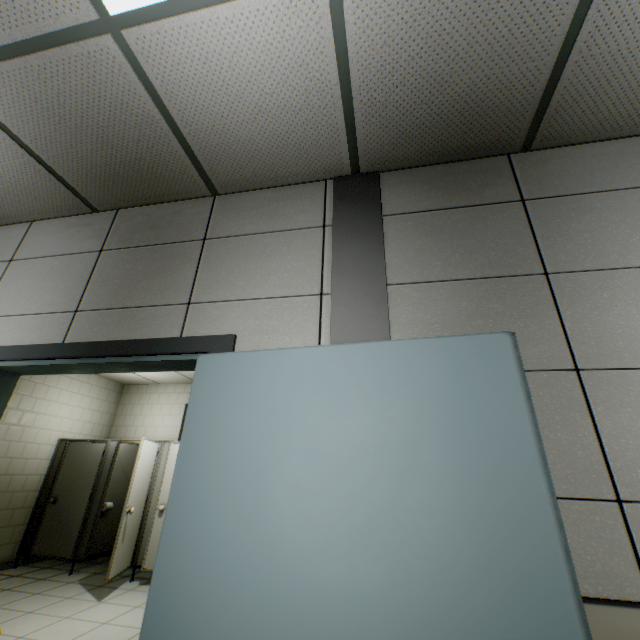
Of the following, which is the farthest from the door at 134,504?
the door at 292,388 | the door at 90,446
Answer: the door at 292,388

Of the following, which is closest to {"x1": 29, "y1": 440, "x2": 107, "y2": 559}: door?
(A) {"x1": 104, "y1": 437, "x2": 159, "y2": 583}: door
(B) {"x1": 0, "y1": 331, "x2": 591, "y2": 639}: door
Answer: (A) {"x1": 104, "y1": 437, "x2": 159, "y2": 583}: door

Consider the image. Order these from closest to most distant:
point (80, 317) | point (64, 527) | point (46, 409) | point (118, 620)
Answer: point (80, 317)
point (118, 620)
point (64, 527)
point (46, 409)

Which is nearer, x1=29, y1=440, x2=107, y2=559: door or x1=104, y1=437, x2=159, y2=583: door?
x1=104, y1=437, x2=159, y2=583: door

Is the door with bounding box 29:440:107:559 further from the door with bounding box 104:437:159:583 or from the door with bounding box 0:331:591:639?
the door with bounding box 0:331:591:639
